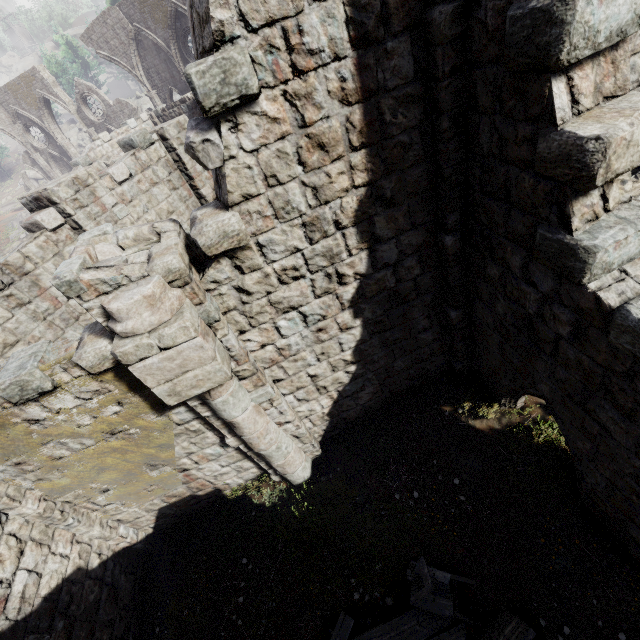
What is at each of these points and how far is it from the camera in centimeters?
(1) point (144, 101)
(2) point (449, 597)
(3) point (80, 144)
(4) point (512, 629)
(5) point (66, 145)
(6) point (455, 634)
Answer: (1) rock, 4159cm
(2) broken furniture, 503cm
(3) rock, 4659cm
(4) broken furniture, 466cm
(5) column, 3083cm
(6) broken furniture, 503cm

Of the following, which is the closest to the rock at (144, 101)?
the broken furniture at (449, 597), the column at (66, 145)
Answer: the column at (66, 145)

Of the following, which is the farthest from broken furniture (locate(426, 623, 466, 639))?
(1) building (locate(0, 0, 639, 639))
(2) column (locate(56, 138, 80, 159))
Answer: (2) column (locate(56, 138, 80, 159))

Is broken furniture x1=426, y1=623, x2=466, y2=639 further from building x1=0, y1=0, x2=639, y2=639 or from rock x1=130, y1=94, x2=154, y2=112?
rock x1=130, y1=94, x2=154, y2=112

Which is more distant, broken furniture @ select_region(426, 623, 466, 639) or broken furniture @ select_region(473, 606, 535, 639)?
broken furniture @ select_region(426, 623, 466, 639)

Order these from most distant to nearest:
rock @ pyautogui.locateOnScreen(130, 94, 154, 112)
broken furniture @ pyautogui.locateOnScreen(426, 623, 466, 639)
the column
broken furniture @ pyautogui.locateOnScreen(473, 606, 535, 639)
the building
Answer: rock @ pyautogui.locateOnScreen(130, 94, 154, 112) < the column < broken furniture @ pyautogui.locateOnScreen(426, 623, 466, 639) < broken furniture @ pyautogui.locateOnScreen(473, 606, 535, 639) < the building

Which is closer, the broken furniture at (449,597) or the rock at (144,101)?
the broken furniture at (449,597)

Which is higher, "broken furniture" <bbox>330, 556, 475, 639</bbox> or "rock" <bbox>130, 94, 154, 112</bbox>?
"rock" <bbox>130, 94, 154, 112</bbox>
